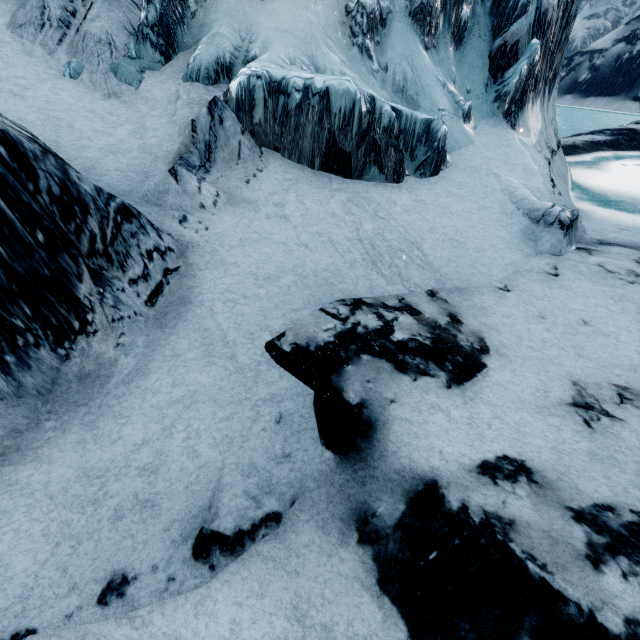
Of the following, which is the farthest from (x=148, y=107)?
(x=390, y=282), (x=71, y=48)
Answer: (x=390, y=282)
